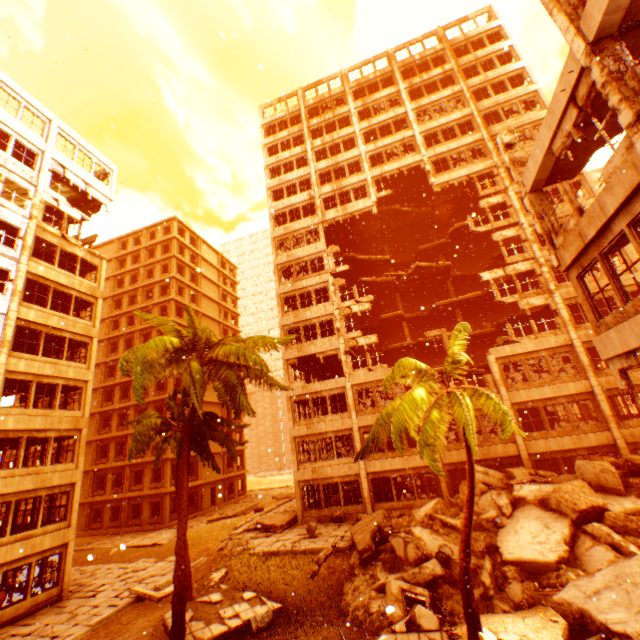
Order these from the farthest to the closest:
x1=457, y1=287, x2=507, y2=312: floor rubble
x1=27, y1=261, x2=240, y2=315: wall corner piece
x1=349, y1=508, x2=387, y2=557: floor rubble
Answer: x1=457, y1=287, x2=507, y2=312: floor rubble → x1=27, y1=261, x2=240, y2=315: wall corner piece → x1=349, y1=508, x2=387, y2=557: floor rubble

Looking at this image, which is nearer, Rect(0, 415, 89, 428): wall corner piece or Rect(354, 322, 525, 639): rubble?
Rect(354, 322, 525, 639): rubble

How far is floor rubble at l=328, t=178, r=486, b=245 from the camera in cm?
2910

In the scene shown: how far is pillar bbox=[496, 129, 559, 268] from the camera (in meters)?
10.93

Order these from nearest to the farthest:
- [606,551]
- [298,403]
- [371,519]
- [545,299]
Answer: [606,551]
[371,519]
[545,299]
[298,403]

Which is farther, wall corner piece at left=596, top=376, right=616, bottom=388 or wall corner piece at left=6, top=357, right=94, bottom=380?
wall corner piece at left=596, top=376, right=616, bottom=388

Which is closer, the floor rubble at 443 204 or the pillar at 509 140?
the pillar at 509 140

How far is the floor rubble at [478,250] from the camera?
30.4 meters
